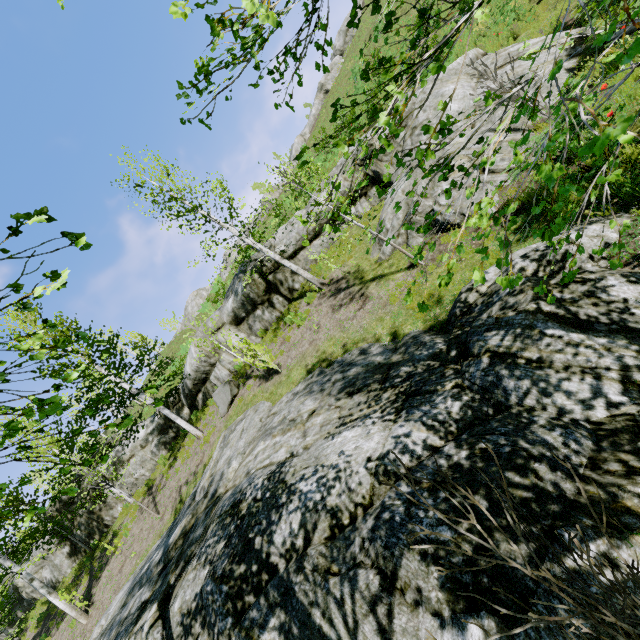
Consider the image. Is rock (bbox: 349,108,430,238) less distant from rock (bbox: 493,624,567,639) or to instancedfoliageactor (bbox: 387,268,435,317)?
instancedfoliageactor (bbox: 387,268,435,317)

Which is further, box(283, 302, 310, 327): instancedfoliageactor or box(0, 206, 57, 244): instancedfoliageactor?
box(283, 302, 310, 327): instancedfoliageactor

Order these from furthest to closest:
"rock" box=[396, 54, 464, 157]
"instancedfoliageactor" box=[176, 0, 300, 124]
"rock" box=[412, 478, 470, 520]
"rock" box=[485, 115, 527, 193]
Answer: "rock" box=[396, 54, 464, 157] → "rock" box=[485, 115, 527, 193] → "rock" box=[412, 478, 470, 520] → "instancedfoliageactor" box=[176, 0, 300, 124]

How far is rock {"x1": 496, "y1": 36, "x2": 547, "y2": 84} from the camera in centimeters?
914cm

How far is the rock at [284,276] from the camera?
14.36m

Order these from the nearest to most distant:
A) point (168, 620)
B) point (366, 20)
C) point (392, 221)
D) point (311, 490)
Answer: point (311, 490) < point (168, 620) < point (392, 221) < point (366, 20)

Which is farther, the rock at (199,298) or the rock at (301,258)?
the rock at (199,298)

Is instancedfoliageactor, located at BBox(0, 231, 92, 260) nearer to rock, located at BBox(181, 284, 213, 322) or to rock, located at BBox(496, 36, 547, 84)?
rock, located at BBox(496, 36, 547, 84)
